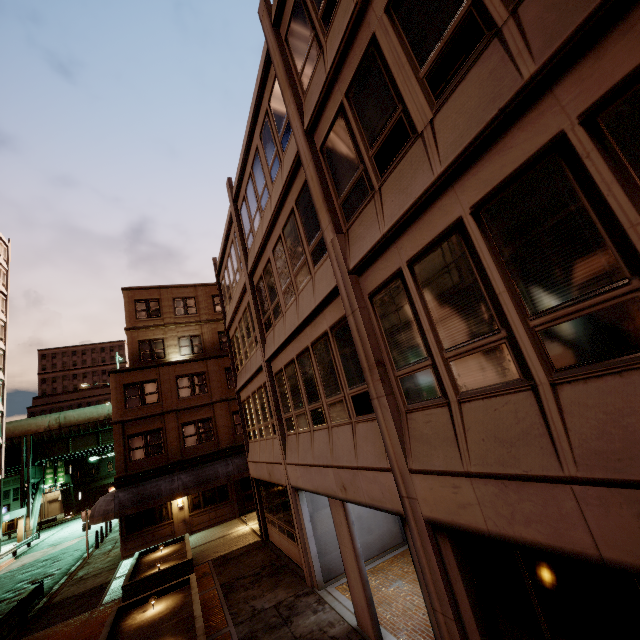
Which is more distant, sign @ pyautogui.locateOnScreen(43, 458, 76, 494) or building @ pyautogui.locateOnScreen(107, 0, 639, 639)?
sign @ pyautogui.locateOnScreen(43, 458, 76, 494)

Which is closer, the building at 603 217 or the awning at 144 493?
the building at 603 217

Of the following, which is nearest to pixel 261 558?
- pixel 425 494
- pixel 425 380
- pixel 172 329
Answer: pixel 425 494

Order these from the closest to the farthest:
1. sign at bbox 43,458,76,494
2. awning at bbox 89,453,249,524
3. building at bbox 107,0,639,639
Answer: building at bbox 107,0,639,639, awning at bbox 89,453,249,524, sign at bbox 43,458,76,494

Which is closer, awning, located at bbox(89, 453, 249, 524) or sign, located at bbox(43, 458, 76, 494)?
awning, located at bbox(89, 453, 249, 524)

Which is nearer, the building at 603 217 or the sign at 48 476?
the building at 603 217

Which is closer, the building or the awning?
the building

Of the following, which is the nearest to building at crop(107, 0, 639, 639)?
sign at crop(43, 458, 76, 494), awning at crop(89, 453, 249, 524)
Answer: awning at crop(89, 453, 249, 524)
